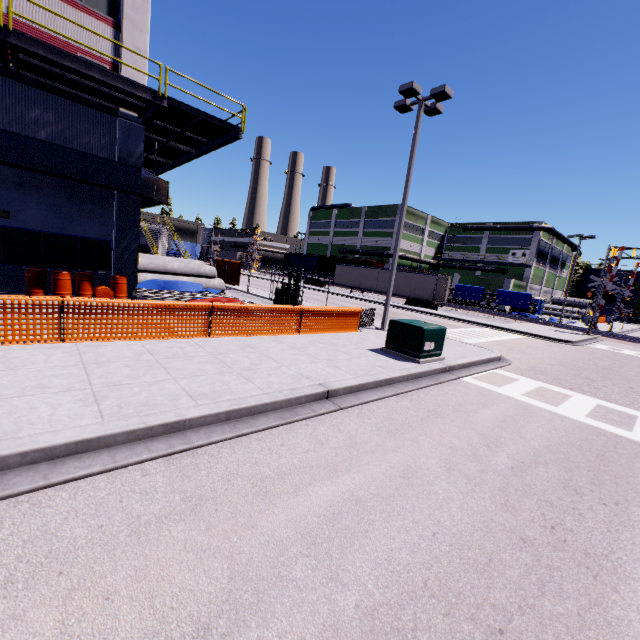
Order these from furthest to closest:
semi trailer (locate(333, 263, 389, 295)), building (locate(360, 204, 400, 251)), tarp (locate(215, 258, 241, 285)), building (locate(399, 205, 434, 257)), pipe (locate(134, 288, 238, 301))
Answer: building (locate(399, 205, 434, 257)), building (locate(360, 204, 400, 251)), semi trailer (locate(333, 263, 389, 295)), tarp (locate(215, 258, 241, 285)), pipe (locate(134, 288, 238, 301))

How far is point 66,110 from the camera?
12.27m

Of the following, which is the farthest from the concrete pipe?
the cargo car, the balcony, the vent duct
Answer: the cargo car

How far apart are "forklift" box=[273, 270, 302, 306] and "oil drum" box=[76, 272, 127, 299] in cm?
688

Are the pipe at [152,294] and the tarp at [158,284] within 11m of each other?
yes

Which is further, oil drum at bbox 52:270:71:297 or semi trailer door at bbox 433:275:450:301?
semi trailer door at bbox 433:275:450:301

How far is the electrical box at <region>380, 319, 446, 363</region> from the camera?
9.63m

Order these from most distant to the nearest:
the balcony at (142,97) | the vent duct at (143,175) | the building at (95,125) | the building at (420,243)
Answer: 1. the building at (420,243)
2. the building at (95,125)
3. the vent duct at (143,175)
4. the balcony at (142,97)
